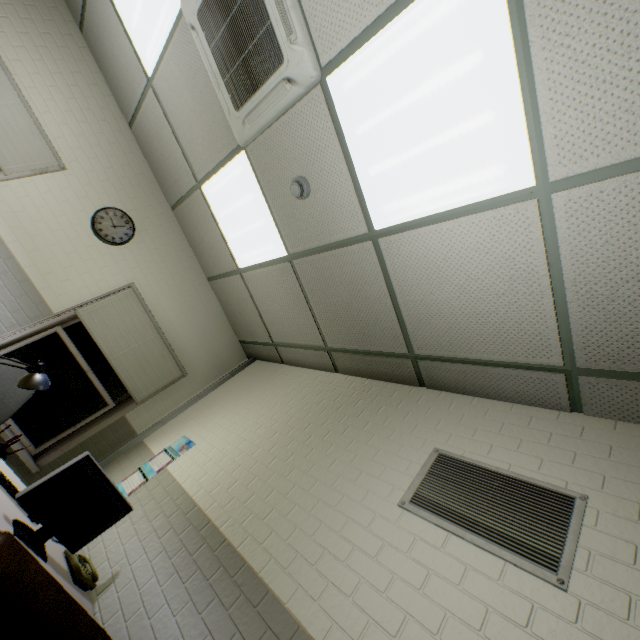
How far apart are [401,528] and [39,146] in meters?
4.7 m

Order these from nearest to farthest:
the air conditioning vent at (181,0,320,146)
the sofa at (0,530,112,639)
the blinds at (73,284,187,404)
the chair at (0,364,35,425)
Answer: the sofa at (0,530,112,639)
the air conditioning vent at (181,0,320,146)
the chair at (0,364,35,425)
the blinds at (73,284,187,404)

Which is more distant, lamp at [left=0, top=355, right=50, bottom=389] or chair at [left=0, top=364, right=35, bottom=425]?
chair at [left=0, top=364, right=35, bottom=425]

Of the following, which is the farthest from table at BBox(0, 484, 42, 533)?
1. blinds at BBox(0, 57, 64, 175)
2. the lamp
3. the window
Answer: blinds at BBox(0, 57, 64, 175)

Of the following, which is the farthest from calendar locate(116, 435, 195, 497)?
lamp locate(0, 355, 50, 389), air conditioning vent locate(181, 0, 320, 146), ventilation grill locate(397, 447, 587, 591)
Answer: air conditioning vent locate(181, 0, 320, 146)

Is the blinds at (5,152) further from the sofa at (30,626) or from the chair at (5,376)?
the sofa at (30,626)

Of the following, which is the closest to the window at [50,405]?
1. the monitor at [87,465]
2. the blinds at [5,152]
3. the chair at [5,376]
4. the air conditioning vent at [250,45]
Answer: the chair at [5,376]

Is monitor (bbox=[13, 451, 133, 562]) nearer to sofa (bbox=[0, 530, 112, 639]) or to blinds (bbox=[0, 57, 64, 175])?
sofa (bbox=[0, 530, 112, 639])
